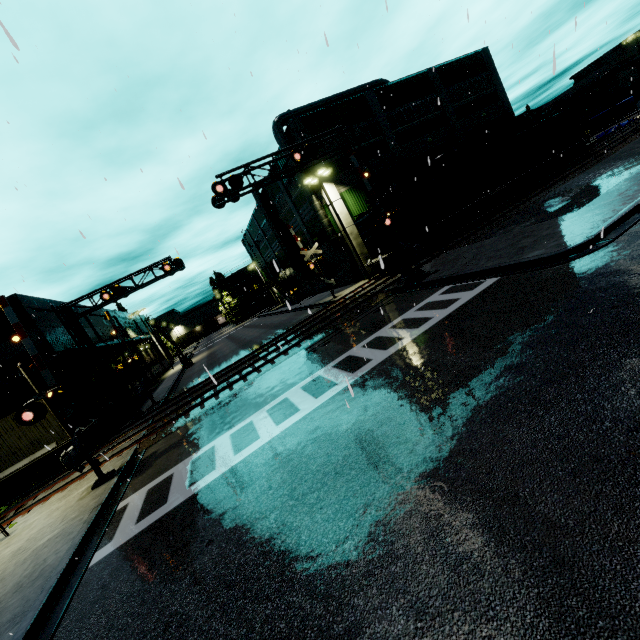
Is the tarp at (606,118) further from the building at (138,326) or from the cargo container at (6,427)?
the cargo container at (6,427)

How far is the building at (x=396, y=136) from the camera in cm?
2866

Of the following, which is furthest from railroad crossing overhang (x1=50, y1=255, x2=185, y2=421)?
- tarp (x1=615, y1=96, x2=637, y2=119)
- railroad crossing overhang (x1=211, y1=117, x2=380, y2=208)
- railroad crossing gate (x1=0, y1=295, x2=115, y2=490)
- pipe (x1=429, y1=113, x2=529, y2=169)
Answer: tarp (x1=615, y1=96, x2=637, y2=119)

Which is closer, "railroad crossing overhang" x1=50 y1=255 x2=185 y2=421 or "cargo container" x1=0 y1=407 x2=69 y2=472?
"cargo container" x1=0 y1=407 x2=69 y2=472

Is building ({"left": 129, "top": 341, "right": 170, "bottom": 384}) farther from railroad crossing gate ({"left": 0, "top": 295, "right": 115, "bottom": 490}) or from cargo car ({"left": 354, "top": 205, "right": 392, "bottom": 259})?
railroad crossing gate ({"left": 0, "top": 295, "right": 115, "bottom": 490})

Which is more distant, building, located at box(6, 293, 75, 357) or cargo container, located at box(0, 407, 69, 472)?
building, located at box(6, 293, 75, 357)

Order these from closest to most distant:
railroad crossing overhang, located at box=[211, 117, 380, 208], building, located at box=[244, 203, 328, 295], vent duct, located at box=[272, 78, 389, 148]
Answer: railroad crossing overhang, located at box=[211, 117, 380, 208] → vent duct, located at box=[272, 78, 389, 148] → building, located at box=[244, 203, 328, 295]

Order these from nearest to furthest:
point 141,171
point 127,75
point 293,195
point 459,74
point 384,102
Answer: point 141,171 < point 127,75 < point 384,102 < point 459,74 < point 293,195
